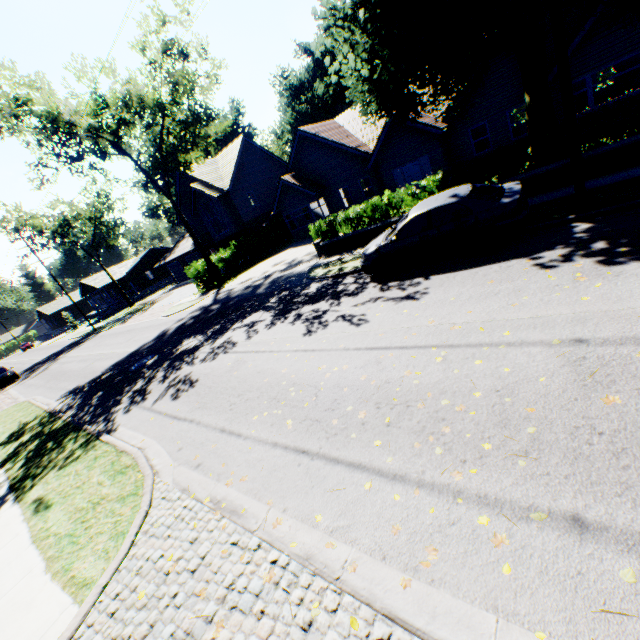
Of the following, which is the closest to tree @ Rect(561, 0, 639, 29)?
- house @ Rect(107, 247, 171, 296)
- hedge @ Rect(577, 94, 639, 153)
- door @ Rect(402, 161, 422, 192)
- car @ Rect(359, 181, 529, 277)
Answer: hedge @ Rect(577, 94, 639, 153)

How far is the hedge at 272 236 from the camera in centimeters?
2727cm

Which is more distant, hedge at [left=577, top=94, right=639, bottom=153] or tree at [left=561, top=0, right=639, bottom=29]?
hedge at [left=577, top=94, right=639, bottom=153]

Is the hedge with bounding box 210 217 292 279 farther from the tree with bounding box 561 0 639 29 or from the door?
the door

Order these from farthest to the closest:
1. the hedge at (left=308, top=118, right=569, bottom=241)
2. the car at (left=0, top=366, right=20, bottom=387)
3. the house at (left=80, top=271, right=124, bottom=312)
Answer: the house at (left=80, top=271, right=124, bottom=312) < the car at (left=0, top=366, right=20, bottom=387) < the hedge at (left=308, top=118, right=569, bottom=241)

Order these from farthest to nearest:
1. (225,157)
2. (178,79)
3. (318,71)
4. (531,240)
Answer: (318,71) → (225,157) → (178,79) → (531,240)

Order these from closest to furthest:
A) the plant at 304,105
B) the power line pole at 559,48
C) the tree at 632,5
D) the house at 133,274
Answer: the power line pole at 559,48 < the tree at 632,5 < the plant at 304,105 < the house at 133,274

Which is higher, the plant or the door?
the plant
